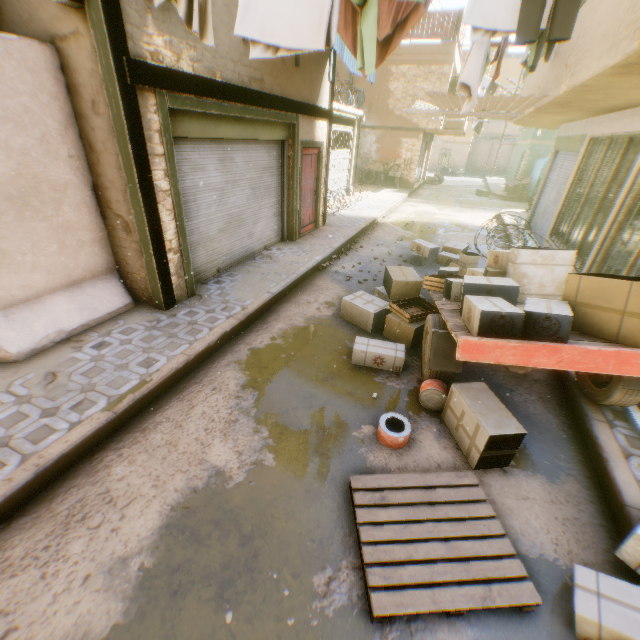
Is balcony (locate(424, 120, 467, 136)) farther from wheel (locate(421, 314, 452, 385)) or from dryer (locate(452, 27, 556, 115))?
wheel (locate(421, 314, 452, 385))

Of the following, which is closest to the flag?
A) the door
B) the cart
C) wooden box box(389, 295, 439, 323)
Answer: the door

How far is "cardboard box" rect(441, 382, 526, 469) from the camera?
3.1m

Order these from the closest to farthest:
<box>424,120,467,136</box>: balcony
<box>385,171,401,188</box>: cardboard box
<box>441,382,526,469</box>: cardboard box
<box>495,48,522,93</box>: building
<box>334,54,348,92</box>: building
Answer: <box>441,382,526,469</box>: cardboard box, <box>424,120,467,136</box>: balcony, <box>334,54,348,92</box>: building, <box>385,171,401,188</box>: cardboard box, <box>495,48,522,93</box>: building

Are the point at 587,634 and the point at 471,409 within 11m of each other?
yes

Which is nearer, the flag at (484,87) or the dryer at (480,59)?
the dryer at (480,59)

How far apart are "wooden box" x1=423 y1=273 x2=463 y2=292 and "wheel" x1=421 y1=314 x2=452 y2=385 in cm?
69

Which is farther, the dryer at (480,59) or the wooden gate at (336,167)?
the wooden gate at (336,167)
